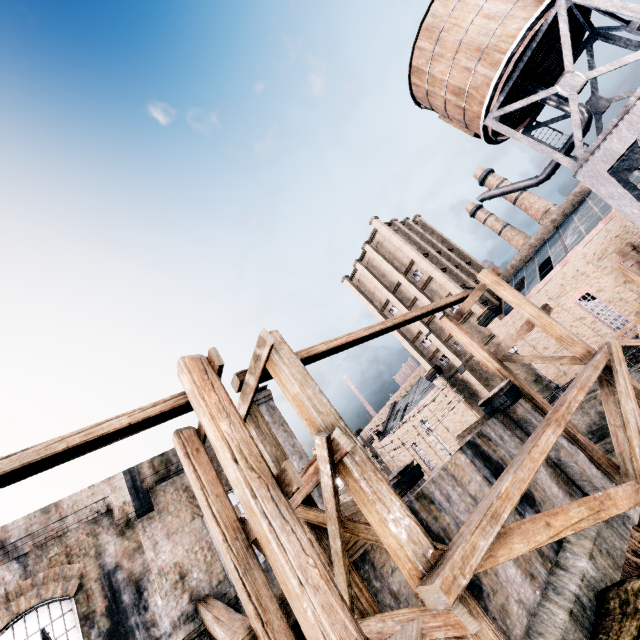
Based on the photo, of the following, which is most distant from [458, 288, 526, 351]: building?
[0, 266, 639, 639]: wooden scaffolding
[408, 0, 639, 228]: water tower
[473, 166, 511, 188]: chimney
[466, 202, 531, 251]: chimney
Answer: [0, 266, 639, 639]: wooden scaffolding

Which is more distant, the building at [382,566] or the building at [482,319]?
the building at [482,319]

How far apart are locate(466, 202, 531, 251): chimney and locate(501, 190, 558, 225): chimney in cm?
262

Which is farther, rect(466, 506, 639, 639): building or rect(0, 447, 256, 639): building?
rect(0, 447, 256, 639): building

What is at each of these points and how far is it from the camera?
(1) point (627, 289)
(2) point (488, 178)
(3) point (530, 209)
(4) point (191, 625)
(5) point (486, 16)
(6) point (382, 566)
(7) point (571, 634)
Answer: (1) building, 26.5m
(2) chimney, 55.2m
(3) chimney, 51.5m
(4) building, 10.0m
(5) water tower, 18.0m
(6) building, 8.7m
(7) building, 8.7m

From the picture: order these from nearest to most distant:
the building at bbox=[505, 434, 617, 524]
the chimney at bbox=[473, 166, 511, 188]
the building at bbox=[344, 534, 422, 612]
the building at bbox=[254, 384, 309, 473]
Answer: the building at bbox=[344, 534, 422, 612] → the building at bbox=[505, 434, 617, 524] → the building at bbox=[254, 384, 309, 473] → the chimney at bbox=[473, 166, 511, 188]

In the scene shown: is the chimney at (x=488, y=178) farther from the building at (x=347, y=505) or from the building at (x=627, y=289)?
the building at (x=347, y=505)

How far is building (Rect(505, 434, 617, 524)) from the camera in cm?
1173
